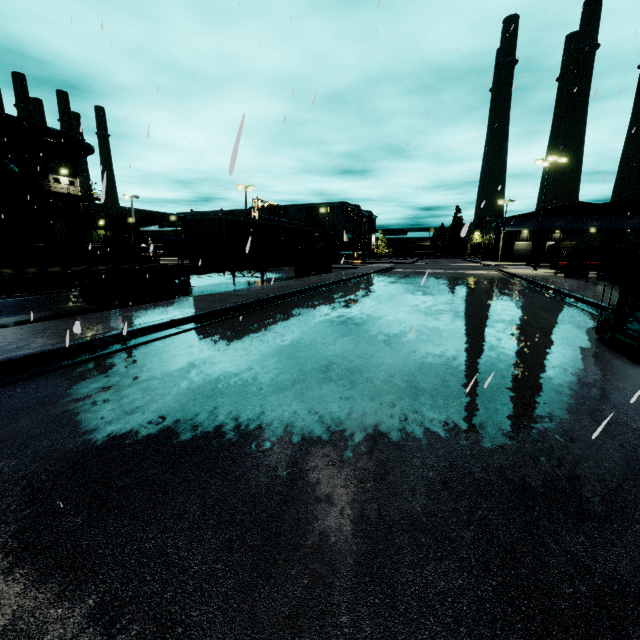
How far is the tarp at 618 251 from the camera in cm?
1562

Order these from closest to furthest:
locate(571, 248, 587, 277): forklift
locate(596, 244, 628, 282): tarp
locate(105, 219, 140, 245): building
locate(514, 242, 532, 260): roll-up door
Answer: locate(596, 244, 628, 282): tarp → locate(571, 248, 587, 277): forklift → locate(105, 219, 140, 245): building → locate(514, 242, 532, 260): roll-up door

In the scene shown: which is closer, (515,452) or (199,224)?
(515,452)

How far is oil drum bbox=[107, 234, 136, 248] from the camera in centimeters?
2602cm

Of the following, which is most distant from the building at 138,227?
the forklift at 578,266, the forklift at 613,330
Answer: the forklift at 578,266

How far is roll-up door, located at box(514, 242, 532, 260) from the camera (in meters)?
59.12

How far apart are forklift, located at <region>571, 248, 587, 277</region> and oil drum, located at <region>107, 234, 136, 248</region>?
35.2 meters

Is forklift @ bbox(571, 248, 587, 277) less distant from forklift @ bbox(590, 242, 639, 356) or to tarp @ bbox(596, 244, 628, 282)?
tarp @ bbox(596, 244, 628, 282)
